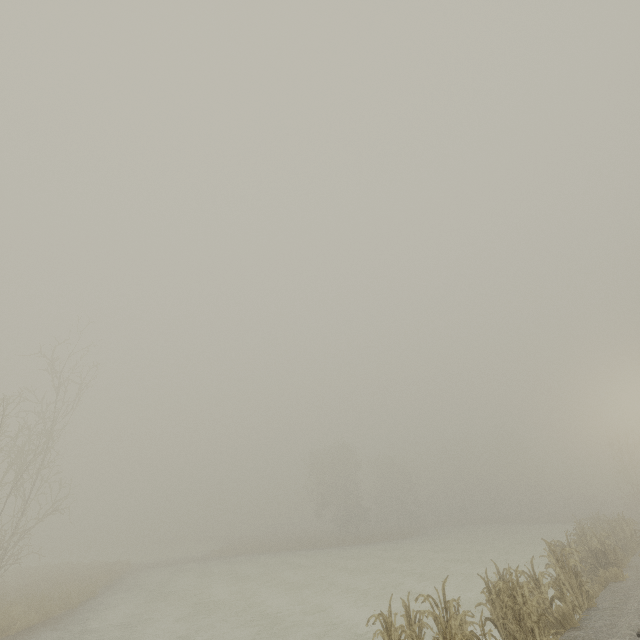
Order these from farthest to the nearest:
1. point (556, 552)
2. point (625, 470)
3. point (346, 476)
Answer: point (346, 476) < point (625, 470) < point (556, 552)
